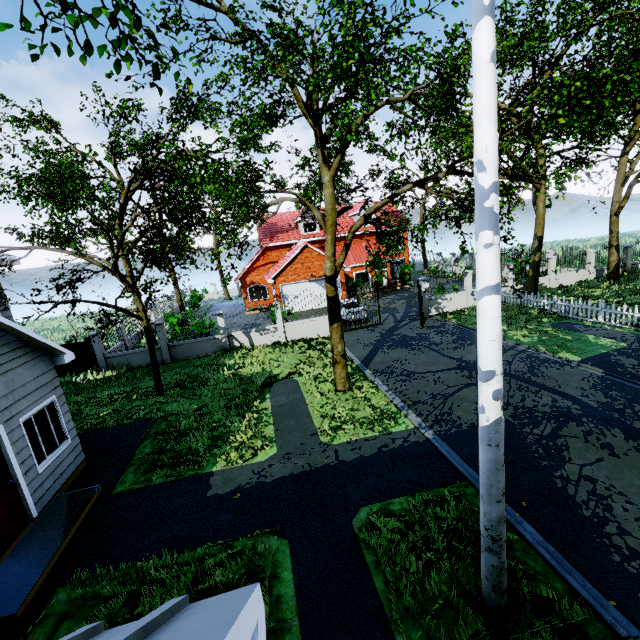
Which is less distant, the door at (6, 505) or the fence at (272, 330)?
the door at (6, 505)

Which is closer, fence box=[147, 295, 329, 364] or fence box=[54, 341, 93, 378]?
fence box=[54, 341, 93, 378]

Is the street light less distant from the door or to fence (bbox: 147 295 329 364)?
the door

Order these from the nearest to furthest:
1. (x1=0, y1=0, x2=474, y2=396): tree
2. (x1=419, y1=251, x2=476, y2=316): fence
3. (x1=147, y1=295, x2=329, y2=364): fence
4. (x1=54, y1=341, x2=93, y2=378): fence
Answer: (x1=0, y1=0, x2=474, y2=396): tree
(x1=54, y1=341, x2=93, y2=378): fence
(x1=147, y1=295, x2=329, y2=364): fence
(x1=419, y1=251, x2=476, y2=316): fence

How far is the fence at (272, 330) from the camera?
18.2m

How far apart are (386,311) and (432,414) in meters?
15.0 m

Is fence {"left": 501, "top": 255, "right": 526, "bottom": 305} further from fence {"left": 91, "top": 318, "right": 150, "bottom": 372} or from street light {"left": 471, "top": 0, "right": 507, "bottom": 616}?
street light {"left": 471, "top": 0, "right": 507, "bottom": 616}

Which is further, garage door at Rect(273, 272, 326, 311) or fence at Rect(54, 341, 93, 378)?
garage door at Rect(273, 272, 326, 311)
